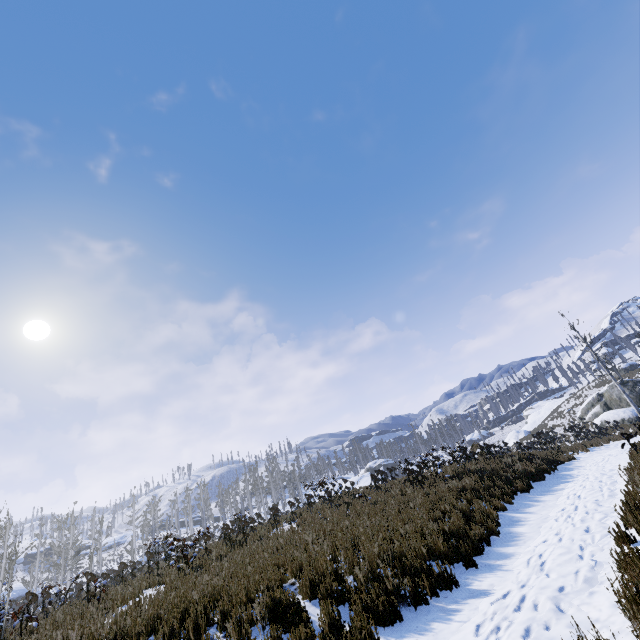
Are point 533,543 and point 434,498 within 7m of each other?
yes

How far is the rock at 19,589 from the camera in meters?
43.3

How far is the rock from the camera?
43.3m
